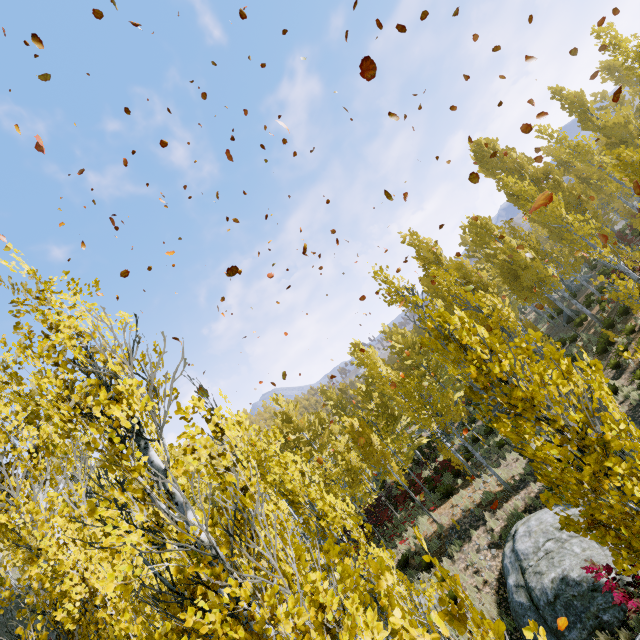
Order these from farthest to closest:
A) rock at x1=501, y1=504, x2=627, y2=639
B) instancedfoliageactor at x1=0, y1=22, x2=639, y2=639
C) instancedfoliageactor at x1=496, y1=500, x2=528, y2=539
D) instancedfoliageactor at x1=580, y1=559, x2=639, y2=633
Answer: instancedfoliageactor at x1=496, y1=500, x2=528, y2=539 → rock at x1=501, y1=504, x2=627, y2=639 → instancedfoliageactor at x1=580, y1=559, x2=639, y2=633 → instancedfoliageactor at x1=0, y1=22, x2=639, y2=639

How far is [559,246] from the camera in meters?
39.3 m

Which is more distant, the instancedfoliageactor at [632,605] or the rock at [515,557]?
the rock at [515,557]

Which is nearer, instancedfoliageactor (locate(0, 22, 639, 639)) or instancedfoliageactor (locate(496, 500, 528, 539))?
instancedfoliageactor (locate(0, 22, 639, 639))

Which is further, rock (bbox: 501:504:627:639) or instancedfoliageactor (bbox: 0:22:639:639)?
rock (bbox: 501:504:627:639)

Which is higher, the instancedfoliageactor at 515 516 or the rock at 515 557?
the instancedfoliageactor at 515 516

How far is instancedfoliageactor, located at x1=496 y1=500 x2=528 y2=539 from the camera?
11.66m
